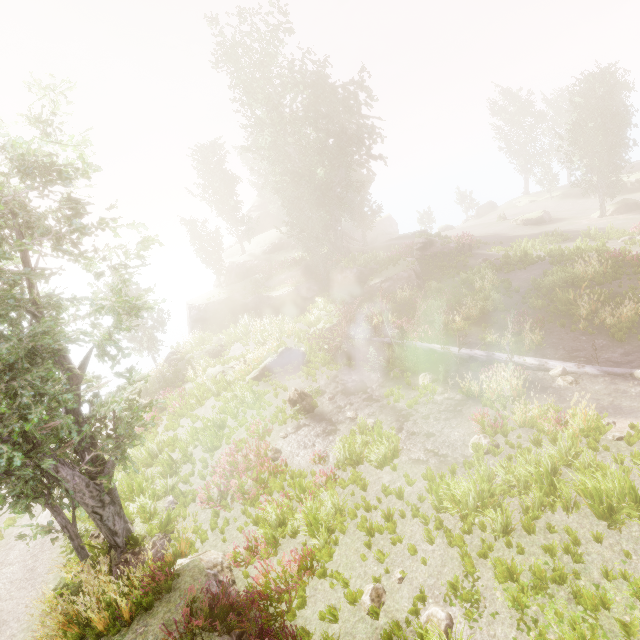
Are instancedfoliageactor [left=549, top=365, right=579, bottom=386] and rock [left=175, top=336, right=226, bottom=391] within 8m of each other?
no

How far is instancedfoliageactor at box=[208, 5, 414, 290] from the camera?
27.1m

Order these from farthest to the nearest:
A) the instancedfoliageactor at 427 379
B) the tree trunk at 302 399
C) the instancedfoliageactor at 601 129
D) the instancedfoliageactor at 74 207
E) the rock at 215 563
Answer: the instancedfoliageactor at 601 129
the tree trunk at 302 399
the instancedfoliageactor at 427 379
the instancedfoliageactor at 74 207
the rock at 215 563

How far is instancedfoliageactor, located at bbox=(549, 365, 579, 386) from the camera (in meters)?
11.60

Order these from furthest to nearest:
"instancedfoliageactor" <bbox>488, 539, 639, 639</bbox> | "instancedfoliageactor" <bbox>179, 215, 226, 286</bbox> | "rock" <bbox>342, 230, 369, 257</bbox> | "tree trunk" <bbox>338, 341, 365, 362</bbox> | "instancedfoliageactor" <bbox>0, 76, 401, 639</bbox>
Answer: "instancedfoliageactor" <bbox>179, 215, 226, 286</bbox> < "rock" <bbox>342, 230, 369, 257</bbox> < "tree trunk" <bbox>338, 341, 365, 362</bbox> < "instancedfoliageactor" <bbox>0, 76, 401, 639</bbox> < "instancedfoliageactor" <bbox>488, 539, 639, 639</bbox>

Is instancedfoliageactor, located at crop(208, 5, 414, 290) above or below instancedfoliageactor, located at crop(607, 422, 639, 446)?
above

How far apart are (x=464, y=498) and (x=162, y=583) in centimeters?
720cm

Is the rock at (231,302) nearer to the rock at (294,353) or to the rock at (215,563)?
the rock at (294,353)
